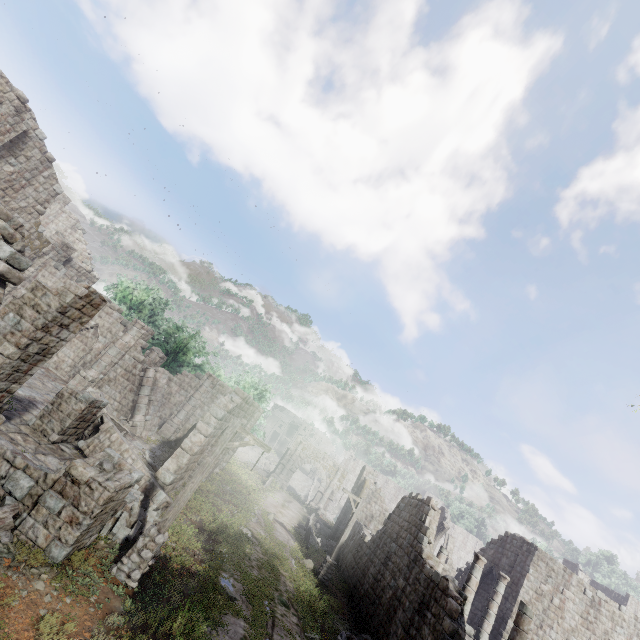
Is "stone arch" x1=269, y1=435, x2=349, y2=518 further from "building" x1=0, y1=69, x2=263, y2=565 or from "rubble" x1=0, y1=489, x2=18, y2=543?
"rubble" x1=0, y1=489, x2=18, y2=543

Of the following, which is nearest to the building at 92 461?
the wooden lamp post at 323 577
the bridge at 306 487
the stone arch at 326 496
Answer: the stone arch at 326 496

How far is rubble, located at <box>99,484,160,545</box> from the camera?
9.8m

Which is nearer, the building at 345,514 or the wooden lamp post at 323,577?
the wooden lamp post at 323,577

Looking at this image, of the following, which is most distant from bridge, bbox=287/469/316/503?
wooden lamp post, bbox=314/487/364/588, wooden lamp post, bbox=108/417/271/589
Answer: wooden lamp post, bbox=108/417/271/589

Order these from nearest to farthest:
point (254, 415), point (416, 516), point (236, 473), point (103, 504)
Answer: point (103, 504)
point (416, 516)
point (254, 415)
point (236, 473)

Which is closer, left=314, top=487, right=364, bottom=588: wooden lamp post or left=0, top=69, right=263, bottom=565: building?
left=0, top=69, right=263, bottom=565: building

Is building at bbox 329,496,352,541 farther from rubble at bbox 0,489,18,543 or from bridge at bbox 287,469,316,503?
bridge at bbox 287,469,316,503
